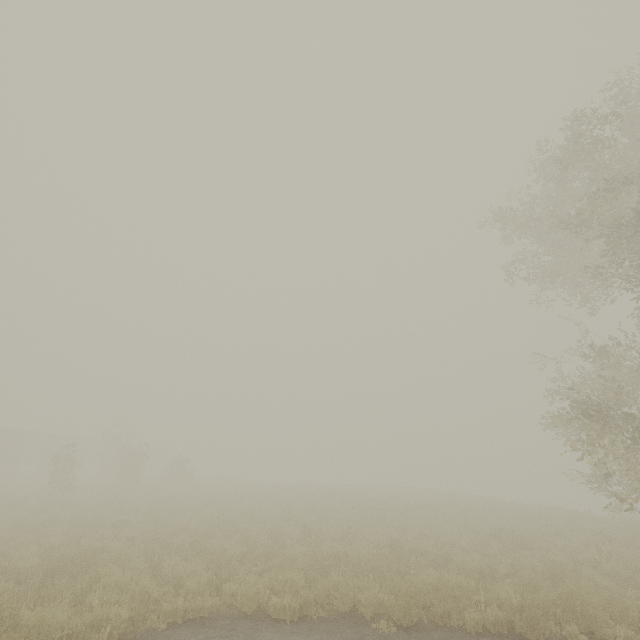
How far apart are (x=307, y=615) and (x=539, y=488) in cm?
6378
